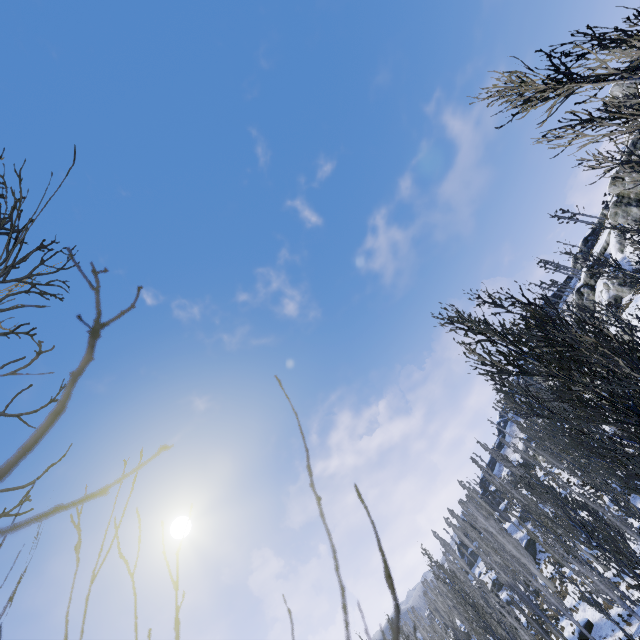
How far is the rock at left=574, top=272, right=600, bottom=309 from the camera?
50.71m

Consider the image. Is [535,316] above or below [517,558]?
above

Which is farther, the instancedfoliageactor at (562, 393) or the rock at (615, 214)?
the rock at (615, 214)

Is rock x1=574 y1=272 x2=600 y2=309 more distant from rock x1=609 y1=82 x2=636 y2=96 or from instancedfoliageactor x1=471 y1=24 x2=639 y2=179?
rock x1=609 y1=82 x2=636 y2=96

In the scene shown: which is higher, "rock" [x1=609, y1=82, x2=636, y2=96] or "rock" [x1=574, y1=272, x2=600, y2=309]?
"rock" [x1=609, y1=82, x2=636, y2=96]

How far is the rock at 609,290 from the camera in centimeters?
4231cm

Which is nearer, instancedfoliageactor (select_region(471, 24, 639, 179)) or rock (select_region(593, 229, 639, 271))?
instancedfoliageactor (select_region(471, 24, 639, 179))
